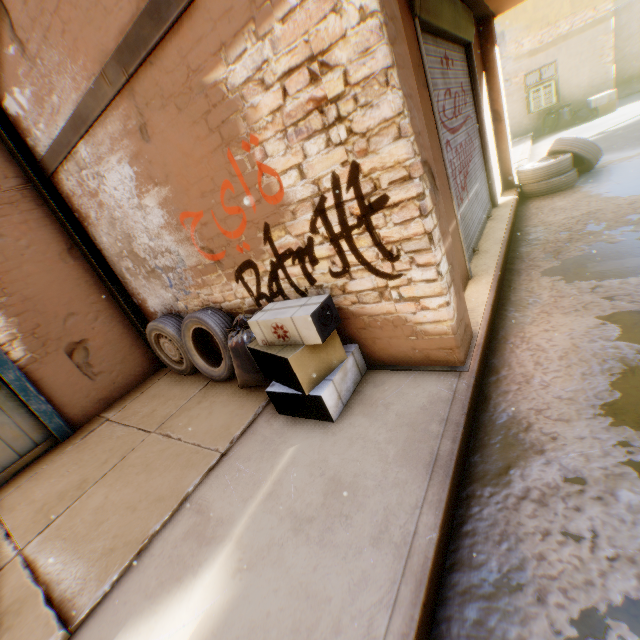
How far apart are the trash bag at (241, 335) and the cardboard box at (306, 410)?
0.1 meters

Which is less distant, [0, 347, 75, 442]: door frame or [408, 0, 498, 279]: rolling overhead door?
[408, 0, 498, 279]: rolling overhead door

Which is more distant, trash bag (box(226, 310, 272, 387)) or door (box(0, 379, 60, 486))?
door (box(0, 379, 60, 486))

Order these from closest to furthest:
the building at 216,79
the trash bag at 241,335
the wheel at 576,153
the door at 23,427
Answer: the building at 216,79 < the trash bag at 241,335 < the door at 23,427 < the wheel at 576,153

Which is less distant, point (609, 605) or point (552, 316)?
point (609, 605)

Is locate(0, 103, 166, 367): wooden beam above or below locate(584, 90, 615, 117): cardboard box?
above

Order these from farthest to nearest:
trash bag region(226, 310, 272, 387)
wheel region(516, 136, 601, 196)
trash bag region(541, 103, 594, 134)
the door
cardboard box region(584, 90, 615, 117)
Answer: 1. trash bag region(541, 103, 594, 134)
2. cardboard box region(584, 90, 615, 117)
3. wheel region(516, 136, 601, 196)
4. the door
5. trash bag region(226, 310, 272, 387)

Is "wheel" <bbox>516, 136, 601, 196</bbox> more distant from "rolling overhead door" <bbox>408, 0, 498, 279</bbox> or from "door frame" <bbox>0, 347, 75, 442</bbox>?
"door frame" <bbox>0, 347, 75, 442</bbox>
